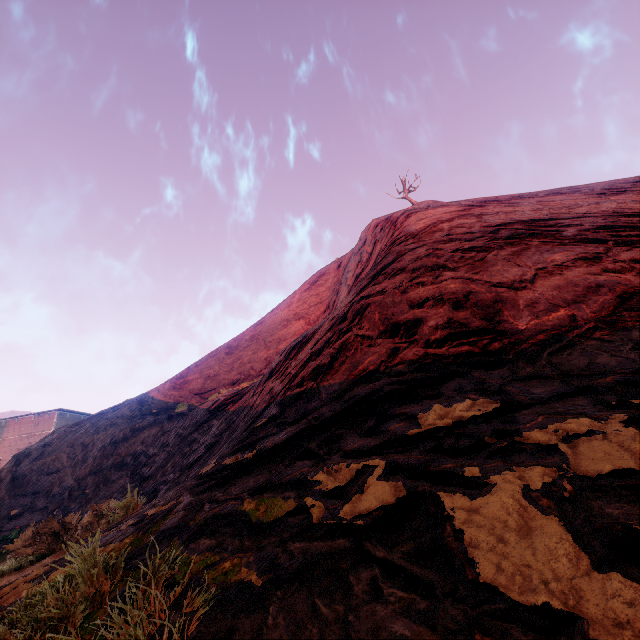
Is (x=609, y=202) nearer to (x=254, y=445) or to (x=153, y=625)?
(x=254, y=445)

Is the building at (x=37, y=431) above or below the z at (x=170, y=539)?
above

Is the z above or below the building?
below

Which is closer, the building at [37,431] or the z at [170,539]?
the z at [170,539]

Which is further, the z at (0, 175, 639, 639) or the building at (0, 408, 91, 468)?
the building at (0, 408, 91, 468)
